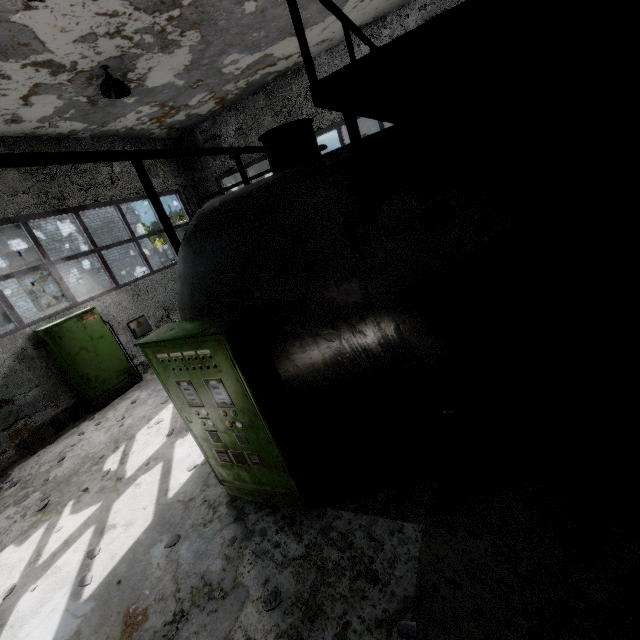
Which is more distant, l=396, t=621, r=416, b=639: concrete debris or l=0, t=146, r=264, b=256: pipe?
l=0, t=146, r=264, b=256: pipe

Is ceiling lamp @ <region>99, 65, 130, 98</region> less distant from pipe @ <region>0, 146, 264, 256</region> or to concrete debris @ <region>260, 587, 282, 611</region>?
concrete debris @ <region>260, 587, 282, 611</region>

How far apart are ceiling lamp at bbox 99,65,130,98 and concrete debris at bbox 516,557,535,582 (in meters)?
9.60

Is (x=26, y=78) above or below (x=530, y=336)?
above

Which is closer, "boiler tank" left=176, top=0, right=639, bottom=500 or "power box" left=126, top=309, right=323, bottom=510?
"boiler tank" left=176, top=0, right=639, bottom=500

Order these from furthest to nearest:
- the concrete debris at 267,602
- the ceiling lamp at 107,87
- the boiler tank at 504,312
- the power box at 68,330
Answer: the power box at 68,330 → the ceiling lamp at 107,87 → the concrete debris at 267,602 → the boiler tank at 504,312

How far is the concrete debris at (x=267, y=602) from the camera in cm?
299

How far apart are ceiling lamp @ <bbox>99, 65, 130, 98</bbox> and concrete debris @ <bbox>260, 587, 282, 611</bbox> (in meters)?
8.78
